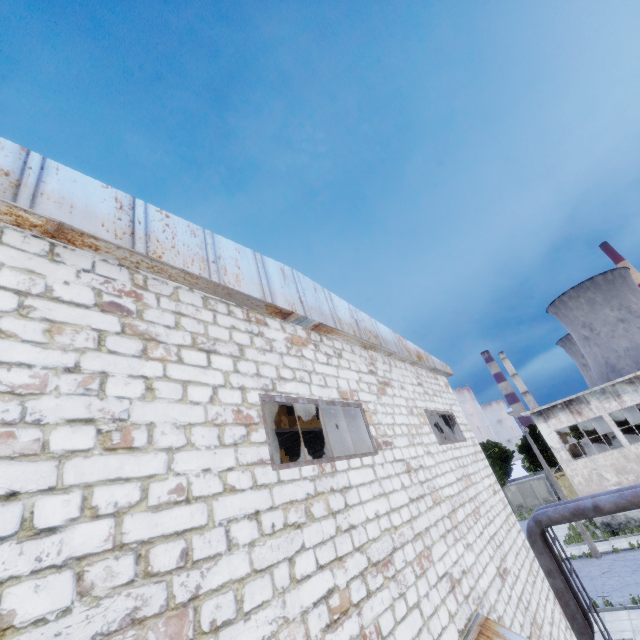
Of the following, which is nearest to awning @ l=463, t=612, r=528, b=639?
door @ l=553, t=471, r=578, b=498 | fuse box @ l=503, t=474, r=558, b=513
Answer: door @ l=553, t=471, r=578, b=498

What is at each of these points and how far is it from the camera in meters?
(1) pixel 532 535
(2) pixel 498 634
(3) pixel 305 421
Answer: (1) pipe, 12.6
(2) awning, 5.5
(3) column beam, 12.3

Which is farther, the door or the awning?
the door

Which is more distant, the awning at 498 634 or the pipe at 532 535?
the pipe at 532 535

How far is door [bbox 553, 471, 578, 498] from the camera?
35.9m

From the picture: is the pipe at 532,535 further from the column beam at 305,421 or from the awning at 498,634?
the awning at 498,634

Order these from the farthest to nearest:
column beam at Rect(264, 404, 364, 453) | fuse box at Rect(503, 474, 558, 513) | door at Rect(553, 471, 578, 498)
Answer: fuse box at Rect(503, 474, 558, 513) → door at Rect(553, 471, 578, 498) → column beam at Rect(264, 404, 364, 453)

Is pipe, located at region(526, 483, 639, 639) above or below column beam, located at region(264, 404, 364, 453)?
below
